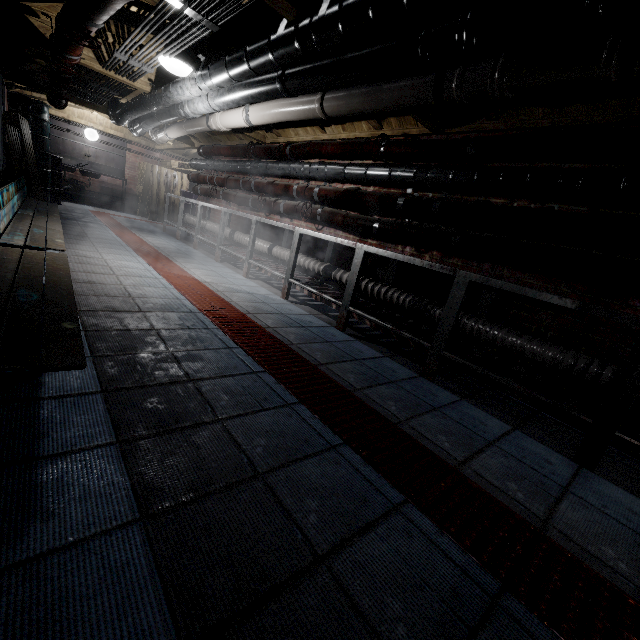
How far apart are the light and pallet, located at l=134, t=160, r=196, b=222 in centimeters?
670cm

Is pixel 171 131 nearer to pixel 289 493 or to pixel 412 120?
pixel 412 120

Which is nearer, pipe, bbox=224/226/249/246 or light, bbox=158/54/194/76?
light, bbox=158/54/194/76

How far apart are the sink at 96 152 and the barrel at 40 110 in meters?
0.1

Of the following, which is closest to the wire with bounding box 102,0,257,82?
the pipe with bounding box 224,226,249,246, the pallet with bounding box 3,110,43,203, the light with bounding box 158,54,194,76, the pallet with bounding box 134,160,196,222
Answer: the light with bounding box 158,54,194,76

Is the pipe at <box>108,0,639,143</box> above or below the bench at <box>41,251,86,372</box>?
above

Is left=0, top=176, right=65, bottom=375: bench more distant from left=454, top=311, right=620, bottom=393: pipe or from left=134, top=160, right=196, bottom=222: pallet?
left=134, top=160, right=196, bottom=222: pallet

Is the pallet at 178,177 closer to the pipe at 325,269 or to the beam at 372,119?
the pipe at 325,269
